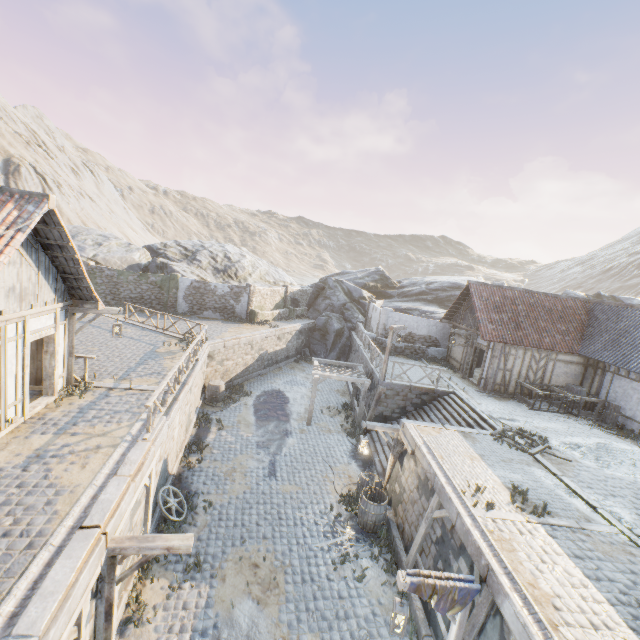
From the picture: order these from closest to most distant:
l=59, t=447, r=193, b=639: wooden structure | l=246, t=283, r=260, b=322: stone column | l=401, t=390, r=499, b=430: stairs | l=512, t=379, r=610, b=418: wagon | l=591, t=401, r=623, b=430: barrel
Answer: l=59, t=447, r=193, b=639: wooden structure → l=401, t=390, r=499, b=430: stairs → l=591, t=401, r=623, b=430: barrel → l=512, t=379, r=610, b=418: wagon → l=246, t=283, r=260, b=322: stone column

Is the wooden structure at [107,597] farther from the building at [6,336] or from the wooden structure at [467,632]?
the building at [6,336]

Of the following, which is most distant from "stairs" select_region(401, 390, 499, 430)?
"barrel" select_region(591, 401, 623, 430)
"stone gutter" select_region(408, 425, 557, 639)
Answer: "barrel" select_region(591, 401, 623, 430)

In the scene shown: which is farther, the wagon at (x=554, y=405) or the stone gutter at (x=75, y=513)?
the wagon at (x=554, y=405)

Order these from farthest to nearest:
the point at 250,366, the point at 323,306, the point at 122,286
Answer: the point at 323,306 < the point at 122,286 < the point at 250,366

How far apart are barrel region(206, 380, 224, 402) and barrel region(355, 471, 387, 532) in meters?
10.4

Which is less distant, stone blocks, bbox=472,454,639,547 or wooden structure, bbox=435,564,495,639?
wooden structure, bbox=435,564,495,639

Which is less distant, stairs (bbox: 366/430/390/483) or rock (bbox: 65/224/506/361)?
stairs (bbox: 366/430/390/483)
